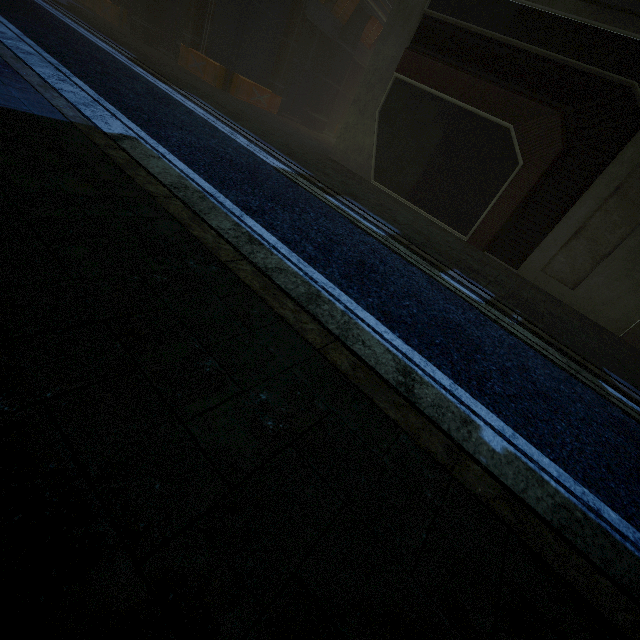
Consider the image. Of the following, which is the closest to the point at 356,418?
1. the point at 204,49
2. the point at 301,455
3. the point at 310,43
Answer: the point at 301,455
